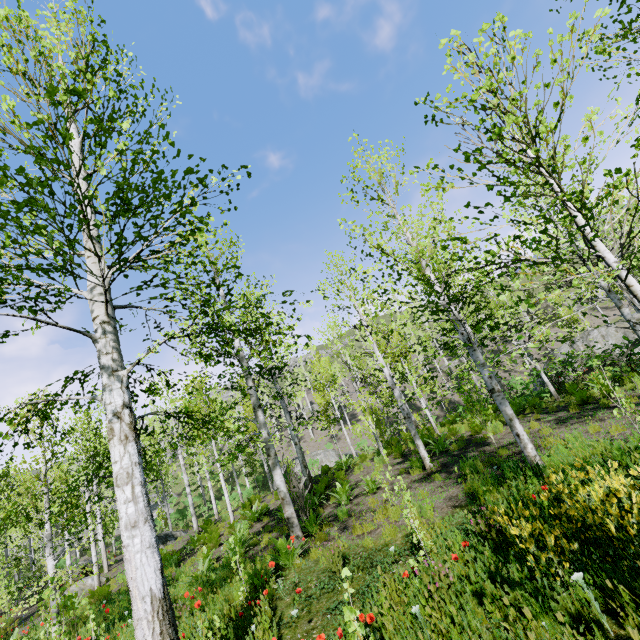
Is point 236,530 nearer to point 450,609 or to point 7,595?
point 450,609

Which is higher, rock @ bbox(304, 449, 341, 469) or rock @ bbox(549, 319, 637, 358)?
rock @ bbox(549, 319, 637, 358)

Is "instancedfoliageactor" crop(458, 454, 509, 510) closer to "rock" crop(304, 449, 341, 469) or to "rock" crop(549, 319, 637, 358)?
"rock" crop(304, 449, 341, 469)

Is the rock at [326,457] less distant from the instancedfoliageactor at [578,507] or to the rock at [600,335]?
the instancedfoliageactor at [578,507]

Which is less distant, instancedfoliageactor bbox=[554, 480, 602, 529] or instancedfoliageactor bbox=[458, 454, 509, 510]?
instancedfoliageactor bbox=[554, 480, 602, 529]

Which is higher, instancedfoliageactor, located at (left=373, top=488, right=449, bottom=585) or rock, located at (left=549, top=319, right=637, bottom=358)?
rock, located at (left=549, top=319, right=637, bottom=358)

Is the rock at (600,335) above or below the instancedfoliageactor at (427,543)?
above
